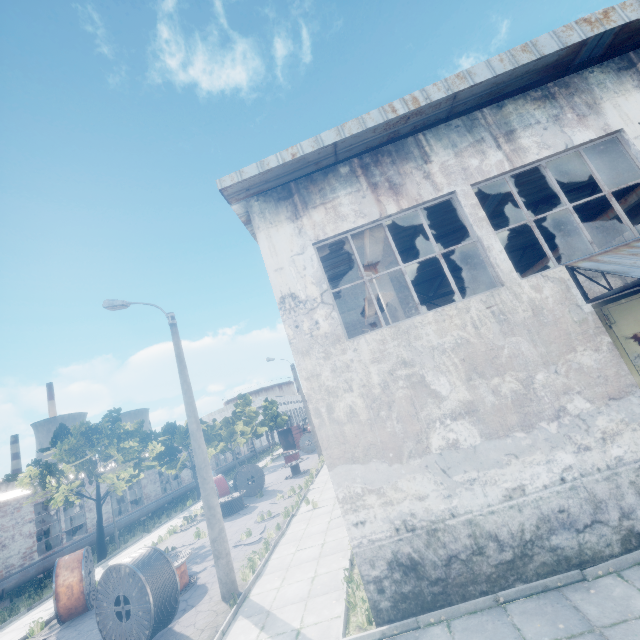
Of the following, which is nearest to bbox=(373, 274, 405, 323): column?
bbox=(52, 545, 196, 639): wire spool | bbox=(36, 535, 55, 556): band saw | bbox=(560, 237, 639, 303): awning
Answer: bbox=(560, 237, 639, 303): awning

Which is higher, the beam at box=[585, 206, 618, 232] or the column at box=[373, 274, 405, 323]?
the beam at box=[585, 206, 618, 232]

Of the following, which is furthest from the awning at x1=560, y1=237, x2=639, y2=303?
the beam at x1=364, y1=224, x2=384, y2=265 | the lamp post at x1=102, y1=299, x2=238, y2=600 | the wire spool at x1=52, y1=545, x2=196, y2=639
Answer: the wire spool at x1=52, y1=545, x2=196, y2=639

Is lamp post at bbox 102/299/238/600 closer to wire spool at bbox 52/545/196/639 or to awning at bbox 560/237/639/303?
wire spool at bbox 52/545/196/639

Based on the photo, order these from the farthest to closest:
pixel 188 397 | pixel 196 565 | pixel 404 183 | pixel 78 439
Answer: pixel 78 439, pixel 196 565, pixel 188 397, pixel 404 183

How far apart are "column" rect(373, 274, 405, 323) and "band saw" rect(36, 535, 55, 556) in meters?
26.7 m

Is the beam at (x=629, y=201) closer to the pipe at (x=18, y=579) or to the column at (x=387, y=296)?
the column at (x=387, y=296)

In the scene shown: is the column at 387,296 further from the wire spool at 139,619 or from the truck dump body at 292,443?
the truck dump body at 292,443
